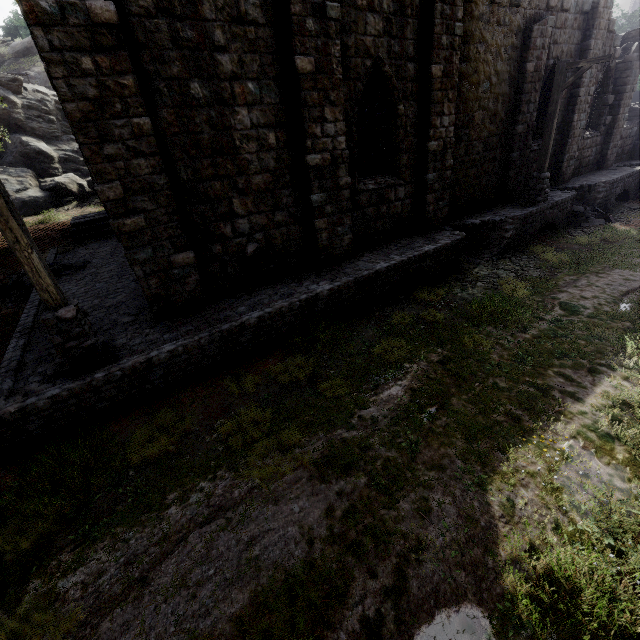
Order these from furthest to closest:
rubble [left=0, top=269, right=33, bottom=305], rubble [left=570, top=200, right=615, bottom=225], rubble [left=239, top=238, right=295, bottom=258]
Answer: rubble [left=570, top=200, right=615, bottom=225] → rubble [left=0, top=269, right=33, bottom=305] → rubble [left=239, top=238, right=295, bottom=258]

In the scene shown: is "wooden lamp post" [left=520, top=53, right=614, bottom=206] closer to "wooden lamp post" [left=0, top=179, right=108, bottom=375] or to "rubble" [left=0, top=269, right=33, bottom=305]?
"wooden lamp post" [left=0, top=179, right=108, bottom=375]

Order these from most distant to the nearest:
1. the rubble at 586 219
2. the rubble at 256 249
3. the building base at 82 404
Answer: the rubble at 586 219
the rubble at 256 249
the building base at 82 404

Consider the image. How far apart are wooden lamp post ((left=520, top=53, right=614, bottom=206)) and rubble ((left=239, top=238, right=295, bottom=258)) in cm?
1032

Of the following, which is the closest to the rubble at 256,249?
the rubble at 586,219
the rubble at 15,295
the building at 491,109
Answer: the building at 491,109

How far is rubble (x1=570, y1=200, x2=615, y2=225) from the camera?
14.57m

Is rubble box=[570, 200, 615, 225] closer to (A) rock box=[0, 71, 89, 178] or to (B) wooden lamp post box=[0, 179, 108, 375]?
(B) wooden lamp post box=[0, 179, 108, 375]

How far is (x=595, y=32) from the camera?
13.4 meters
